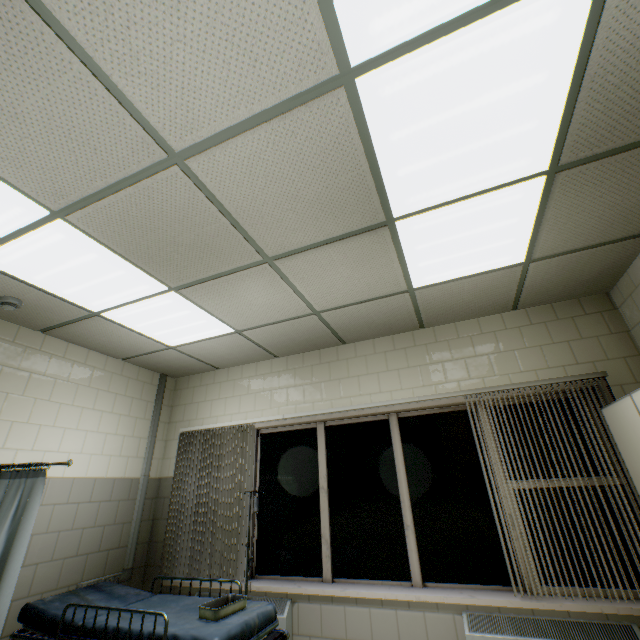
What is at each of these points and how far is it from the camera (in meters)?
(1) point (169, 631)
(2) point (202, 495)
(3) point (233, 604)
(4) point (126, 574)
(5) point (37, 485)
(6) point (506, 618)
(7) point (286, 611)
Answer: (1) emergency stretcher, 2.13
(2) blinds, 4.03
(3) tray, 2.39
(4) cable duct, 3.79
(5) medical screen, 2.46
(6) radiator, 2.62
(7) radiator, 3.18

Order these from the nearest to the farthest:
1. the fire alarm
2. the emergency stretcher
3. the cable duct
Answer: the emergency stretcher
the fire alarm
the cable duct

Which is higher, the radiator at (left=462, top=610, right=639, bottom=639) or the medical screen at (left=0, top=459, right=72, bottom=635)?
the medical screen at (left=0, top=459, right=72, bottom=635)

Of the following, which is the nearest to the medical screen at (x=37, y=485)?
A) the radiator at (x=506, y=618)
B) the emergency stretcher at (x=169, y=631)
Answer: the emergency stretcher at (x=169, y=631)

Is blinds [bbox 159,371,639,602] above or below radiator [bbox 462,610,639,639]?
above

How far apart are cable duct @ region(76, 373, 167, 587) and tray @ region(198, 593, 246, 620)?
2.0 meters

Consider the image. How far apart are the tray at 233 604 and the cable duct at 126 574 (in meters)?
2.00

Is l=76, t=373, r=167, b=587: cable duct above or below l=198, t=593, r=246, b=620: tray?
below
